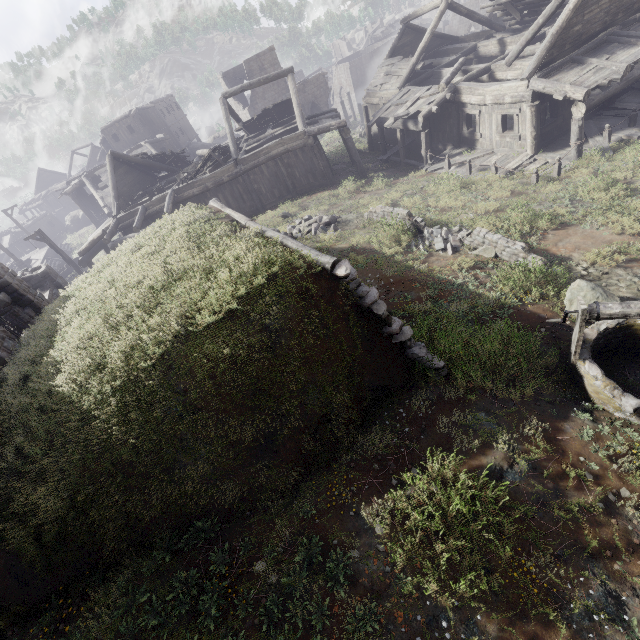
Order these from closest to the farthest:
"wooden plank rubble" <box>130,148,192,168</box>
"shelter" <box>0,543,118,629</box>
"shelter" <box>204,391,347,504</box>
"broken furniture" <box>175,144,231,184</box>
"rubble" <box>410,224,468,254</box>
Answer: "shelter" <box>0,543,118,629</box> → "shelter" <box>204,391,347,504</box> → "rubble" <box>410,224,468,254</box> → "broken furniture" <box>175,144,231,184</box> → "wooden plank rubble" <box>130,148,192,168</box>

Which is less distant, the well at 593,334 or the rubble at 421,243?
the well at 593,334

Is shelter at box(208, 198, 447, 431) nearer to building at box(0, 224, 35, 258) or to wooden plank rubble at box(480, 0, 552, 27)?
building at box(0, 224, 35, 258)

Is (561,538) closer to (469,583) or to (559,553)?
(559,553)

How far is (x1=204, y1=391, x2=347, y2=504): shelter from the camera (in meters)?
5.10

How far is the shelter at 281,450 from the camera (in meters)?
5.10

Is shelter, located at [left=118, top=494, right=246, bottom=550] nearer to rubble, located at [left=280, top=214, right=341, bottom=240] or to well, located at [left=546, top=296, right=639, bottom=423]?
rubble, located at [left=280, top=214, right=341, bottom=240]
